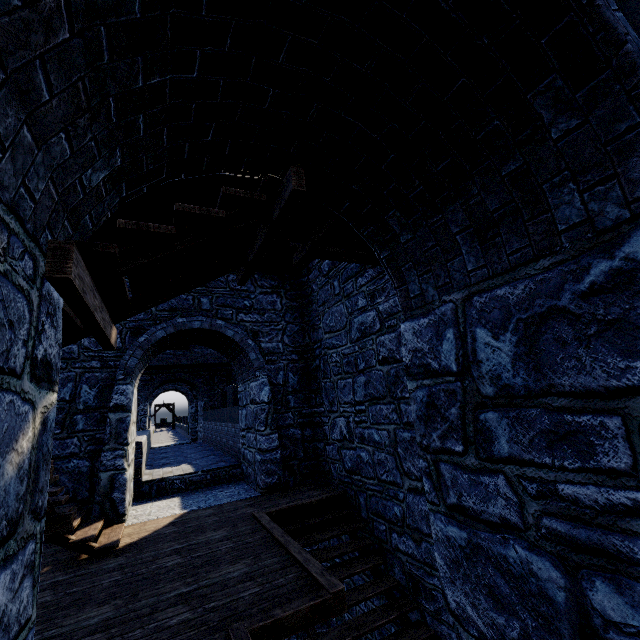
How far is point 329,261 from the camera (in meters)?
8.22
